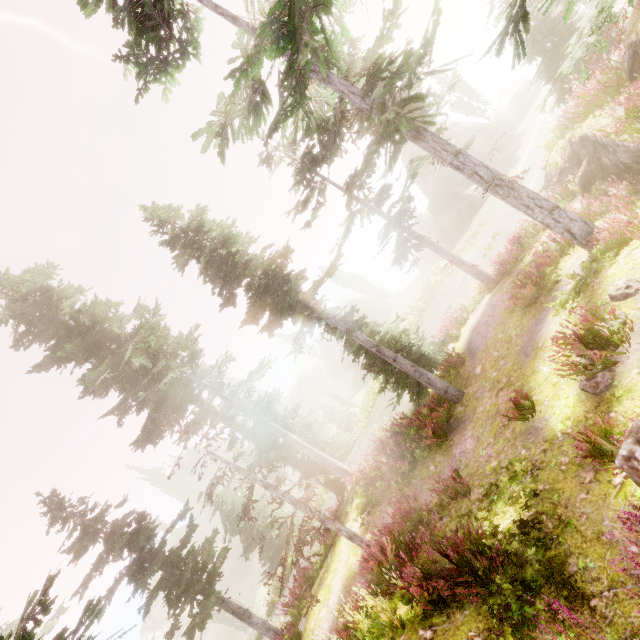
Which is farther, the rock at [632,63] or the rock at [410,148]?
the rock at [410,148]

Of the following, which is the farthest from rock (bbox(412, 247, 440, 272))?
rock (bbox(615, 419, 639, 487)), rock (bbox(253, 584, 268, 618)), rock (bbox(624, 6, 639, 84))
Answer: rock (bbox(253, 584, 268, 618))

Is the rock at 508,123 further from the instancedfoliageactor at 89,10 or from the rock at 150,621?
the rock at 150,621

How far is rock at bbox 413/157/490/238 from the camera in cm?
3703

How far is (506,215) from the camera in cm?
2662

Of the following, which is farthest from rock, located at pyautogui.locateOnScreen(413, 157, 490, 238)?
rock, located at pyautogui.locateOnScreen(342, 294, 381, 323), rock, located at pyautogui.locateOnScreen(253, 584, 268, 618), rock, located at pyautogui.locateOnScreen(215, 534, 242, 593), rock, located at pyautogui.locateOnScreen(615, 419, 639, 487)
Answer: rock, located at pyautogui.locateOnScreen(253, 584, 268, 618)

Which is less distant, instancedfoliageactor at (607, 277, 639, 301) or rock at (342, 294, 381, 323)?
instancedfoliageactor at (607, 277, 639, 301)

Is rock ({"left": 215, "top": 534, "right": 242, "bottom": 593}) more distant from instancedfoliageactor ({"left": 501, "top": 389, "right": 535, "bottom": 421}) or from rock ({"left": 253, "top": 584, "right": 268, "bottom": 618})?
rock ({"left": 253, "top": 584, "right": 268, "bottom": 618})
